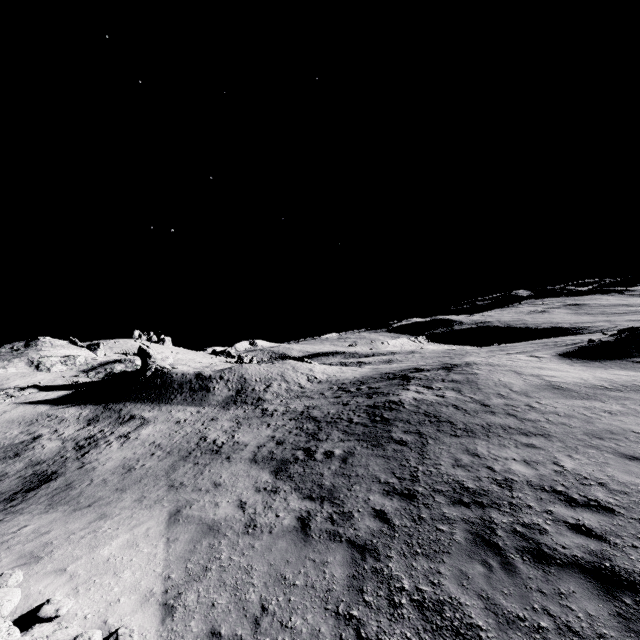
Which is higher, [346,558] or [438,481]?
[438,481]

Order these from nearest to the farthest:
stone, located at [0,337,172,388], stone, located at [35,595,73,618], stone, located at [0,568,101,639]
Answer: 1. stone, located at [0,568,101,639]
2. stone, located at [35,595,73,618]
3. stone, located at [0,337,172,388]

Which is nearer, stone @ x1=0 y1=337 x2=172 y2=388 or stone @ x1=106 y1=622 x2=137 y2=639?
stone @ x1=106 y1=622 x2=137 y2=639

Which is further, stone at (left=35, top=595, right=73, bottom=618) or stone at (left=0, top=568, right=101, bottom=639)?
stone at (left=35, top=595, right=73, bottom=618)

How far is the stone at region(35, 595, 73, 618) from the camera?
5.6m

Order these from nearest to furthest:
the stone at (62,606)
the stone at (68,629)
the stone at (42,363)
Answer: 1. the stone at (68,629)
2. the stone at (62,606)
3. the stone at (42,363)

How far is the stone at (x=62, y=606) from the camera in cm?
563
